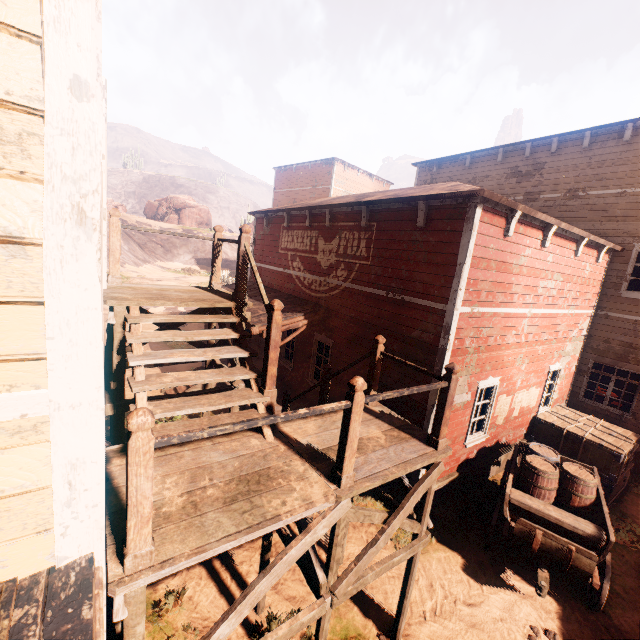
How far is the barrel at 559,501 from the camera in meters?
6.4 m

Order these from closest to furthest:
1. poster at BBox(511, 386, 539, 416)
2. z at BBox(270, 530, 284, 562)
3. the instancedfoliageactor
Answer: z at BBox(270, 530, 284, 562), poster at BBox(511, 386, 539, 416), the instancedfoliageactor

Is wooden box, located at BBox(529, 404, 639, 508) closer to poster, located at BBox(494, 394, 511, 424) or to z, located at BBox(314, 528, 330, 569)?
z, located at BBox(314, 528, 330, 569)

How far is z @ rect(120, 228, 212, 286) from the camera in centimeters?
2758cm

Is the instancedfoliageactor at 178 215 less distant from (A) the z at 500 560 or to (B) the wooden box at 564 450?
(A) the z at 500 560

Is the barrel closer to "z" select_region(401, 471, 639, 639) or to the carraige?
the carraige

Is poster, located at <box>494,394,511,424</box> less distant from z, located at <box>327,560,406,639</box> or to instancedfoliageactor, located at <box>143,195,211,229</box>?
z, located at <box>327,560,406,639</box>

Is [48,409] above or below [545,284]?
below
